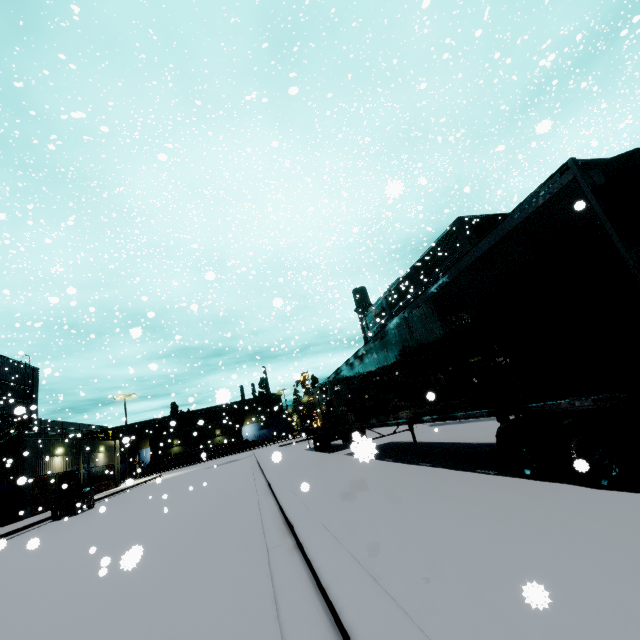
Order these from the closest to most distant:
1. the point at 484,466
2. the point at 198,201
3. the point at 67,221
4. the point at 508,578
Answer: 1. the point at 508,578
2. the point at 484,466
3. the point at 67,221
4. the point at 198,201

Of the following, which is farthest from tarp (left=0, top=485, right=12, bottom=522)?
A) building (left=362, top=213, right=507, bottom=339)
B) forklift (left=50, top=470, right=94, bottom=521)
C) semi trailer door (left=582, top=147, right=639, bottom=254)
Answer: semi trailer door (left=582, top=147, right=639, bottom=254)

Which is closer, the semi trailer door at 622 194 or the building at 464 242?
the semi trailer door at 622 194

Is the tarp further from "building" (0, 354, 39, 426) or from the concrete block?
the concrete block

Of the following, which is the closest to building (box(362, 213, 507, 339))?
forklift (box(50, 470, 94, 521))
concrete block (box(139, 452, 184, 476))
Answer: concrete block (box(139, 452, 184, 476))

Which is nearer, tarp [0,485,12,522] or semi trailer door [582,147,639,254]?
semi trailer door [582,147,639,254]

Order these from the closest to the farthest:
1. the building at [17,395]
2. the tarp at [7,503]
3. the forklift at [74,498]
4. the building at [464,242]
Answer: the forklift at [74,498] → the tarp at [7,503] → the building at [464,242] → the building at [17,395]
